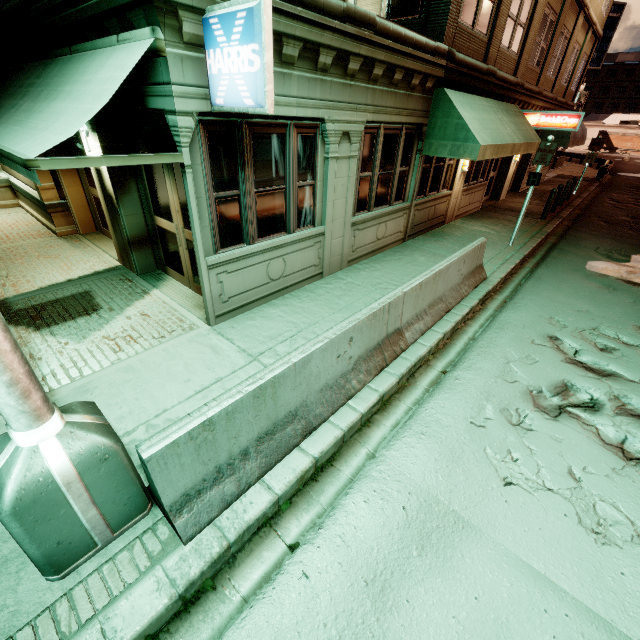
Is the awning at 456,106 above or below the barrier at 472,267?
above

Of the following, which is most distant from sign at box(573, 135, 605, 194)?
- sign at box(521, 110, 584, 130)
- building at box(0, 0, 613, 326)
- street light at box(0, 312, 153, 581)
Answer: street light at box(0, 312, 153, 581)

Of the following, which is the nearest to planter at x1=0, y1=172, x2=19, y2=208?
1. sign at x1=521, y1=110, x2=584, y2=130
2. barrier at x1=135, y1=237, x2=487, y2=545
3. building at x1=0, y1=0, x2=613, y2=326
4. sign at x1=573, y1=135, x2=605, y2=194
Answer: building at x1=0, y1=0, x2=613, y2=326

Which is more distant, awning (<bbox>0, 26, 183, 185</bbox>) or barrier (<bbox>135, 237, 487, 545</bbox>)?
awning (<bbox>0, 26, 183, 185</bbox>)

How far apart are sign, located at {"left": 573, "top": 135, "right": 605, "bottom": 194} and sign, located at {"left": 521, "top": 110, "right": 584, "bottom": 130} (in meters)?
7.80

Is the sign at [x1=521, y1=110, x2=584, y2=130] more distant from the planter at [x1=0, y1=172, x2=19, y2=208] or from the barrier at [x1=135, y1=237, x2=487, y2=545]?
the planter at [x1=0, y1=172, x2=19, y2=208]

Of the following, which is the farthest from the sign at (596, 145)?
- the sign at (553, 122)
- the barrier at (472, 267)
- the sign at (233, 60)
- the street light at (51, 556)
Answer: the street light at (51, 556)

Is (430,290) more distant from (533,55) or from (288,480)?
(533,55)
